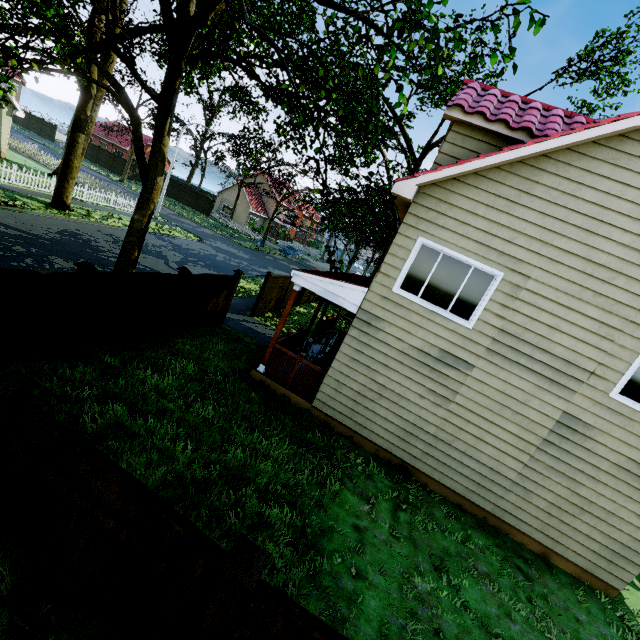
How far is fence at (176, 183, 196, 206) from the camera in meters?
45.5

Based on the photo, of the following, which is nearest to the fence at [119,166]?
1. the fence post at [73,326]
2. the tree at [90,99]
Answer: the fence post at [73,326]

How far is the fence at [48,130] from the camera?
47.7 meters

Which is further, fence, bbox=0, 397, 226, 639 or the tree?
the tree

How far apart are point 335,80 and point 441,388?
7.2m

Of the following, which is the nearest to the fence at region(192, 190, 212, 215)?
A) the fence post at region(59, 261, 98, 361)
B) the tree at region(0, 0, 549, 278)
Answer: the fence post at region(59, 261, 98, 361)
